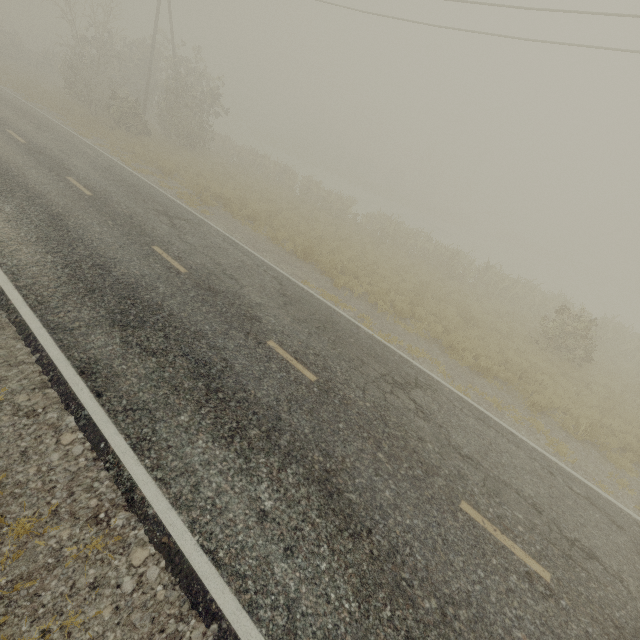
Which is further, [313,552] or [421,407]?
[421,407]
